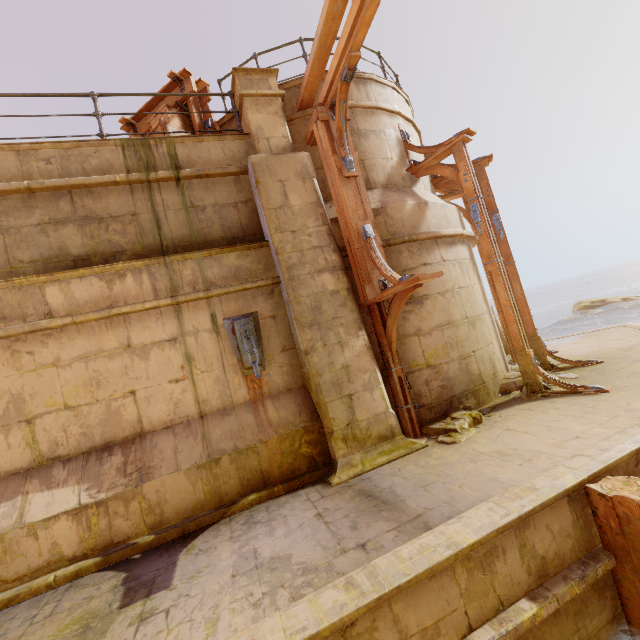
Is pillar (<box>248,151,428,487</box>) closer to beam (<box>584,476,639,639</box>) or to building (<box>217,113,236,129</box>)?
building (<box>217,113,236,129</box>)

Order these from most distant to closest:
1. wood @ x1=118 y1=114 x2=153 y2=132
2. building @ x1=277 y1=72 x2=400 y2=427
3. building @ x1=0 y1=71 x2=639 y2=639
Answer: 1. wood @ x1=118 y1=114 x2=153 y2=132
2. building @ x1=277 y1=72 x2=400 y2=427
3. building @ x1=0 y1=71 x2=639 y2=639

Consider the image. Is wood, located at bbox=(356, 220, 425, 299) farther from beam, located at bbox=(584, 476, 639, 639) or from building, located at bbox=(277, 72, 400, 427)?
beam, located at bbox=(584, 476, 639, 639)

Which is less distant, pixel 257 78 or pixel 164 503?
pixel 164 503

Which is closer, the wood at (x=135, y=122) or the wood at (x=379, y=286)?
the wood at (x=379, y=286)

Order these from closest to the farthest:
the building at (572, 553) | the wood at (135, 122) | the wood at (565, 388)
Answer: the building at (572, 553) → the wood at (565, 388) → the wood at (135, 122)

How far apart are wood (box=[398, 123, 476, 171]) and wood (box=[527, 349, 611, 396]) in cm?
411

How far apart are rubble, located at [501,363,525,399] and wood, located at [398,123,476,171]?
4.6m
